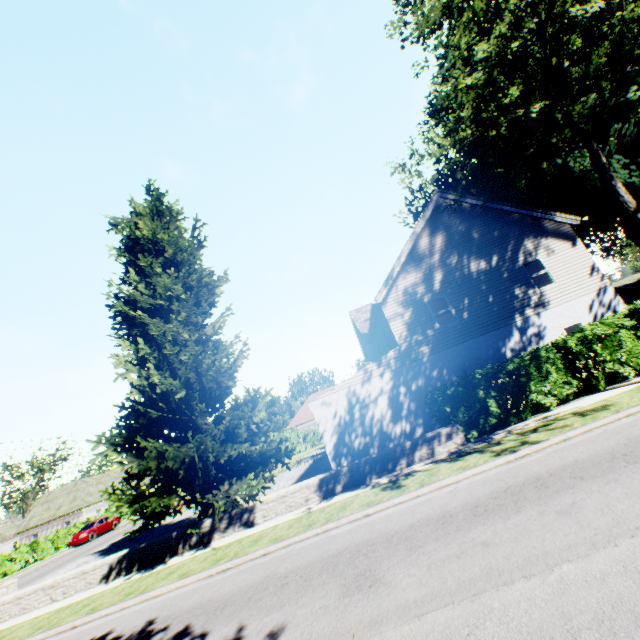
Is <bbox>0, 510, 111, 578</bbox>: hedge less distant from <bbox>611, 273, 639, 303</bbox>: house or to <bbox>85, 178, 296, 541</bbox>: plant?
<bbox>85, 178, 296, 541</bbox>: plant

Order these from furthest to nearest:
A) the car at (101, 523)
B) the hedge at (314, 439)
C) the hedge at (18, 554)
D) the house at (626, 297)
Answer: the house at (626, 297) → the hedge at (314, 439) → the car at (101, 523) → the hedge at (18, 554)

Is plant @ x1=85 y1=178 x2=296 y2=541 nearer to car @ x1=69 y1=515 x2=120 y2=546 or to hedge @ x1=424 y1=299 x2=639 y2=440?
hedge @ x1=424 y1=299 x2=639 y2=440

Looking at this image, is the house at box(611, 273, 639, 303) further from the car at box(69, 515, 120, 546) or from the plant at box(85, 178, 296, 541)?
the car at box(69, 515, 120, 546)

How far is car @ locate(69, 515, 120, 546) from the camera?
29.72m

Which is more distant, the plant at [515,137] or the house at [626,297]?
the house at [626,297]

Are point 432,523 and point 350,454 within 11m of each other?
yes
